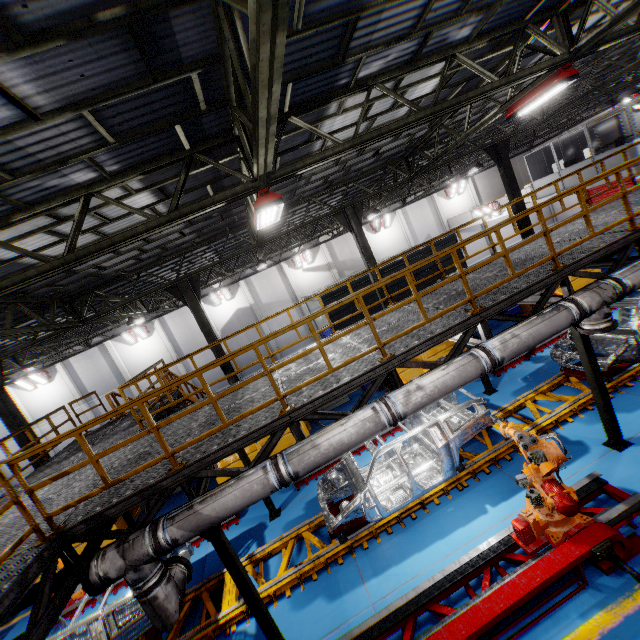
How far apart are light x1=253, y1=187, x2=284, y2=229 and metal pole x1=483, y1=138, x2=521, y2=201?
12.8m

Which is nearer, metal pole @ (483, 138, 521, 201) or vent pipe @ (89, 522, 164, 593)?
vent pipe @ (89, 522, 164, 593)

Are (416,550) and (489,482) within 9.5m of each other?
yes

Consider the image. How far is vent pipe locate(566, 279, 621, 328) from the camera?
5.9m

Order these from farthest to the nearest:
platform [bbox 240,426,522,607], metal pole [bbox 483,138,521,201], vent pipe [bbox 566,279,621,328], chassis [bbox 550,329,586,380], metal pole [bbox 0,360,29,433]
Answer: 1. metal pole [bbox 483,138,521,201]
2. metal pole [bbox 0,360,29,433]
3. chassis [bbox 550,329,586,380]
4. platform [bbox 240,426,522,607]
5. vent pipe [bbox 566,279,621,328]

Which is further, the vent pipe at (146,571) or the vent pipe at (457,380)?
the vent pipe at (457,380)

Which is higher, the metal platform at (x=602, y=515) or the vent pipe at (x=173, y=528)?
the vent pipe at (x=173, y=528)

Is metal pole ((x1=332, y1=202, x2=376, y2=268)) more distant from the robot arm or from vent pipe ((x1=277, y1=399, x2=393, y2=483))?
vent pipe ((x1=277, y1=399, x2=393, y2=483))
